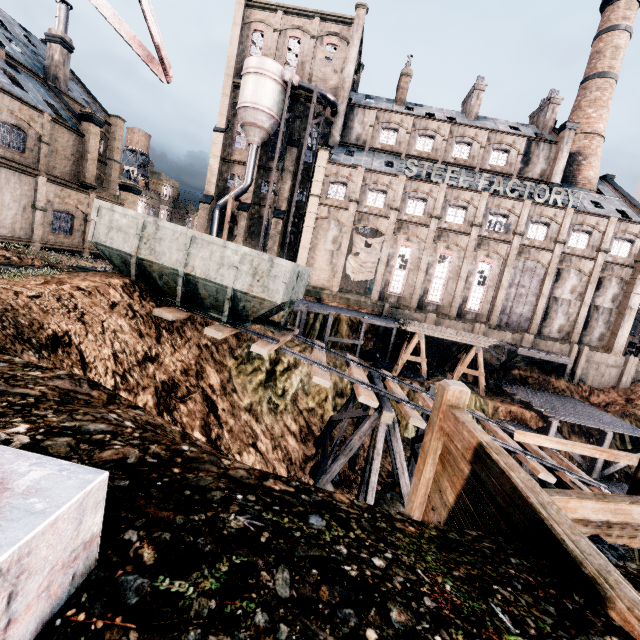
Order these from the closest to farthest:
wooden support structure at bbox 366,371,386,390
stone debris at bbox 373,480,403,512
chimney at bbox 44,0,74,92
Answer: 1. wooden support structure at bbox 366,371,386,390
2. stone debris at bbox 373,480,403,512
3. chimney at bbox 44,0,74,92

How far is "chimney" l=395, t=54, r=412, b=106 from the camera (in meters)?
40.34

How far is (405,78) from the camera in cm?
4050

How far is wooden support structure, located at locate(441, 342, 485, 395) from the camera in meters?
26.9 m

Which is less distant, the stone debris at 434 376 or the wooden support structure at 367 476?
the wooden support structure at 367 476

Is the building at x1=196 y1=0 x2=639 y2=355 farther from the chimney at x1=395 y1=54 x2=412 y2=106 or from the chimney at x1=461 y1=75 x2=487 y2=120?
the chimney at x1=395 y1=54 x2=412 y2=106

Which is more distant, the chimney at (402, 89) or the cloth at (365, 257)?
the chimney at (402, 89)

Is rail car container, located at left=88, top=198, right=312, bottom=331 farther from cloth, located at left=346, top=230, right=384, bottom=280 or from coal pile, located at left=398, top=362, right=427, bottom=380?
cloth, located at left=346, top=230, right=384, bottom=280
